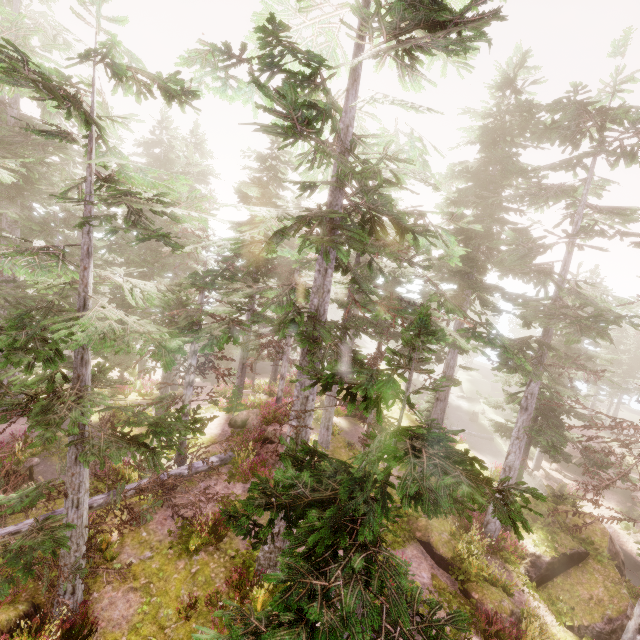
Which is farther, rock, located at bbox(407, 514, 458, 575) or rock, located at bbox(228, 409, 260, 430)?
rock, located at bbox(228, 409, 260, 430)

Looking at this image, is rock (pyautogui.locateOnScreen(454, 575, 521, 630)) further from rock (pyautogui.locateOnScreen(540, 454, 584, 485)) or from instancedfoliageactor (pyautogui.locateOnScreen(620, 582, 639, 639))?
rock (pyautogui.locateOnScreen(540, 454, 584, 485))

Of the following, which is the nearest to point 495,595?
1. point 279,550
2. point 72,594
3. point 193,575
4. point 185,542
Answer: point 279,550

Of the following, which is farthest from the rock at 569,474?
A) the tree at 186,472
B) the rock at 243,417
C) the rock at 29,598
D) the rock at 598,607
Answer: the rock at 29,598

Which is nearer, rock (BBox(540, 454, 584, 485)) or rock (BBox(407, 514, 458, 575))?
rock (BBox(407, 514, 458, 575))

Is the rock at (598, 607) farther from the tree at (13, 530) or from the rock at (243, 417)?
the tree at (13, 530)

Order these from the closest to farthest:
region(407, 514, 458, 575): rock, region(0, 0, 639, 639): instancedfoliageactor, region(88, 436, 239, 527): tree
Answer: region(0, 0, 639, 639): instancedfoliageactor, region(88, 436, 239, 527): tree, region(407, 514, 458, 575): rock

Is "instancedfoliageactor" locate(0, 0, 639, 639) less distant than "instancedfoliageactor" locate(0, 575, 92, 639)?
Yes
